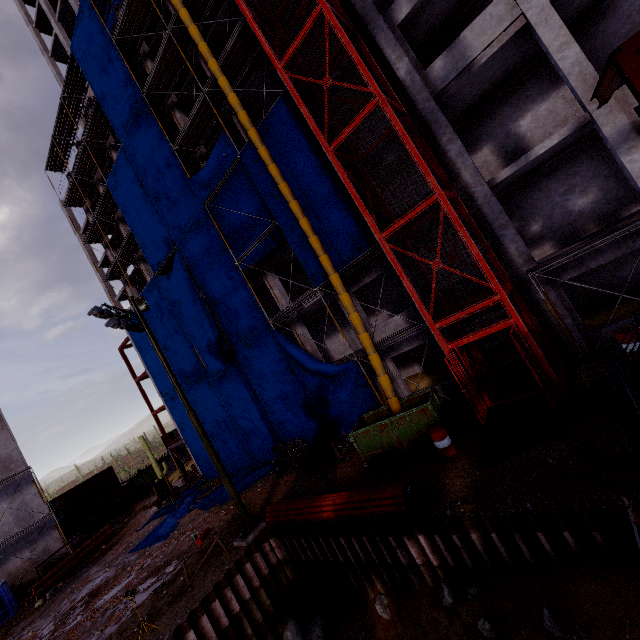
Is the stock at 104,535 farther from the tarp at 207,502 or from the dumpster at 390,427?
the dumpster at 390,427

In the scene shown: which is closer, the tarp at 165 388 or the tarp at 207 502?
the tarp at 207 502

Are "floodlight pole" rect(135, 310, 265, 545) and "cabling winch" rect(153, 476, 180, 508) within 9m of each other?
no

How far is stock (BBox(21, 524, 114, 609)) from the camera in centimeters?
2056cm

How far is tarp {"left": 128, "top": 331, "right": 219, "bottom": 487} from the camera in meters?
26.5

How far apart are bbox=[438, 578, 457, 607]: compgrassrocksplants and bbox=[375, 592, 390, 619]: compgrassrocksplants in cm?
200

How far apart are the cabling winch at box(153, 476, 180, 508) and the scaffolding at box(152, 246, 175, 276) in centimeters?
1758cm

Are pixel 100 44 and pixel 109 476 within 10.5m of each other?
no
